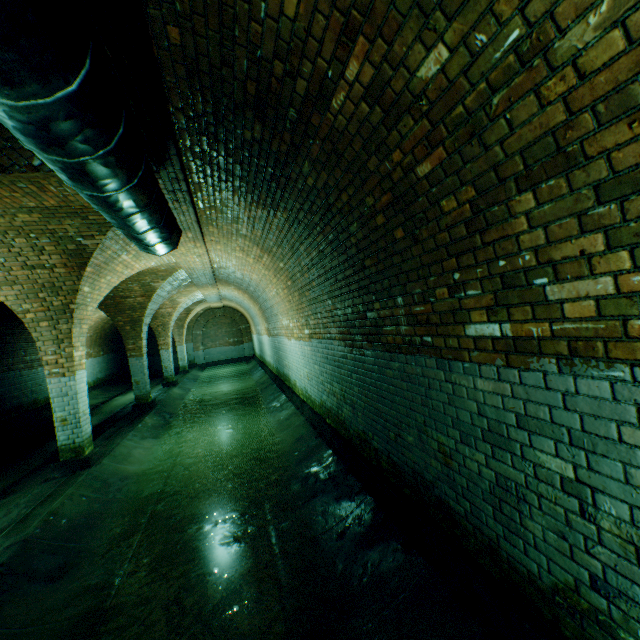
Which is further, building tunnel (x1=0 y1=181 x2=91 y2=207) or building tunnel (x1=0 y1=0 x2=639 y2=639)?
building tunnel (x1=0 y1=181 x2=91 y2=207)

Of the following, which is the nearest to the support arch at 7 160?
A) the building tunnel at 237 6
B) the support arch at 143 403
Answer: the building tunnel at 237 6

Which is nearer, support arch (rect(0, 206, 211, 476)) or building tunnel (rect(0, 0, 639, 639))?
building tunnel (rect(0, 0, 639, 639))

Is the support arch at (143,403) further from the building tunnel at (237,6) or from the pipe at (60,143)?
the pipe at (60,143)

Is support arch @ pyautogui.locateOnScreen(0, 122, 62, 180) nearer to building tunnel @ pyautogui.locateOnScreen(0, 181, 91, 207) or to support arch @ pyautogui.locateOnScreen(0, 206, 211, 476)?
building tunnel @ pyautogui.locateOnScreen(0, 181, 91, 207)

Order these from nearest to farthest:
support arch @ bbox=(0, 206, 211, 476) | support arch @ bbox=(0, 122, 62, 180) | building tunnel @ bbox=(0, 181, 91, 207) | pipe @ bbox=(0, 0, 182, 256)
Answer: pipe @ bbox=(0, 0, 182, 256), support arch @ bbox=(0, 122, 62, 180), building tunnel @ bbox=(0, 181, 91, 207), support arch @ bbox=(0, 206, 211, 476)

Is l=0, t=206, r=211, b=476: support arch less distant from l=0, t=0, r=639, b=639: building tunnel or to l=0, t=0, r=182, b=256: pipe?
l=0, t=0, r=639, b=639: building tunnel

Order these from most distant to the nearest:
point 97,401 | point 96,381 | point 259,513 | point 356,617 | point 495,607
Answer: point 96,381, point 97,401, point 259,513, point 356,617, point 495,607
